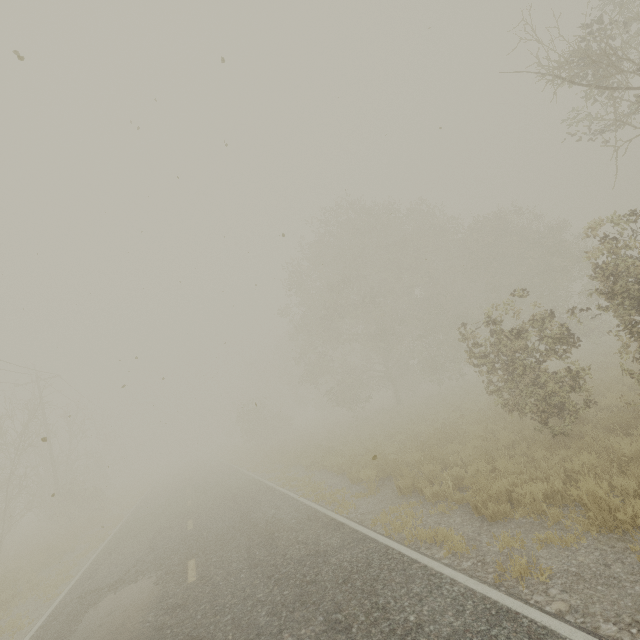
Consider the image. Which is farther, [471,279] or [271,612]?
[471,279]

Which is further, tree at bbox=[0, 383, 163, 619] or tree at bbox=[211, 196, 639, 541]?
tree at bbox=[0, 383, 163, 619]

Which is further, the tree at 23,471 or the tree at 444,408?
the tree at 23,471
